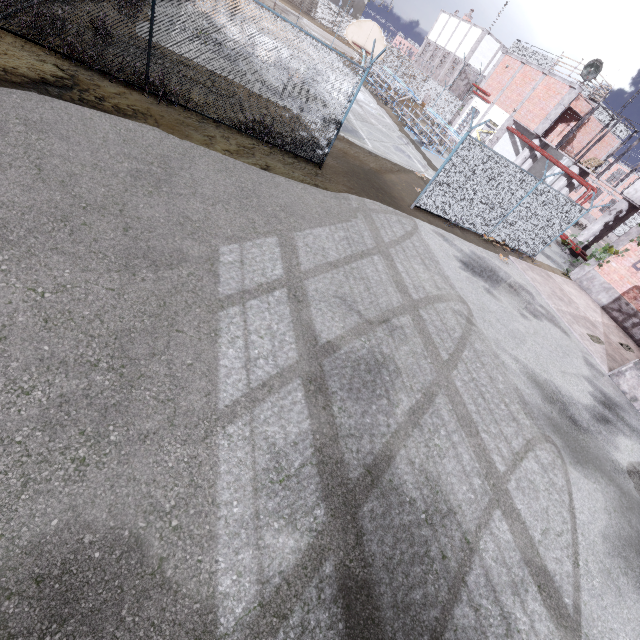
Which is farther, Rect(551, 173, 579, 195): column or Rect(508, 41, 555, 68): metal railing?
Rect(508, 41, 555, 68): metal railing

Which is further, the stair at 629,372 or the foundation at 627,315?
the foundation at 627,315

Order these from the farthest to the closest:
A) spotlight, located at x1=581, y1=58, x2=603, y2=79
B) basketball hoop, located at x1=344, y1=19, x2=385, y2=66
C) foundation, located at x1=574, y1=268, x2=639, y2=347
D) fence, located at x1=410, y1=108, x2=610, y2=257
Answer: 1. spotlight, located at x1=581, y1=58, x2=603, y2=79
2. foundation, located at x1=574, y1=268, x2=639, y2=347
3. basketball hoop, located at x1=344, y1=19, x2=385, y2=66
4. fence, located at x1=410, y1=108, x2=610, y2=257

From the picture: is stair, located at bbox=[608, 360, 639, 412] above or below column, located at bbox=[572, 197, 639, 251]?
below

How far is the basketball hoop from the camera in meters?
A: 11.9 m

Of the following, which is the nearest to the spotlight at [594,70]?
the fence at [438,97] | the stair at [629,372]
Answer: the fence at [438,97]

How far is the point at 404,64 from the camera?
35.8 meters

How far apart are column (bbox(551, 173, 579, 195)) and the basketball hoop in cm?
1695
